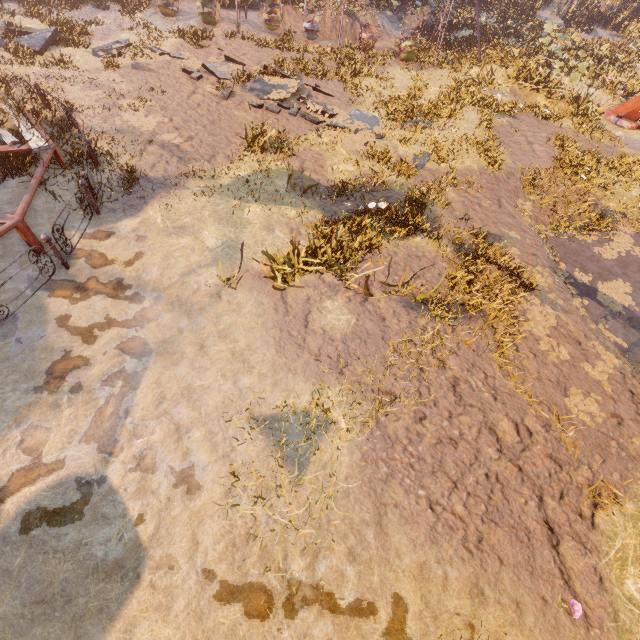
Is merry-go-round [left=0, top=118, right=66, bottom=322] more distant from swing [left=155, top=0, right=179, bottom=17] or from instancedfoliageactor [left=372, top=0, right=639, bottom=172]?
instancedfoliageactor [left=372, top=0, right=639, bottom=172]

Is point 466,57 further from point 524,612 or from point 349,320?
point 524,612

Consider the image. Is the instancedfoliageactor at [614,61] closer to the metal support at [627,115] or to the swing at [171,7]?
the metal support at [627,115]

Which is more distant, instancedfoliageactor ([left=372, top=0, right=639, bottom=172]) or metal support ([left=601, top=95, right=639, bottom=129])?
metal support ([left=601, top=95, right=639, bottom=129])

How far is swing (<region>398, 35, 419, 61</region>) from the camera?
18.6 meters

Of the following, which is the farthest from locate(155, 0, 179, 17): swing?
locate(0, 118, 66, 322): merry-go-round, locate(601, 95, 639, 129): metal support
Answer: locate(0, 118, 66, 322): merry-go-round

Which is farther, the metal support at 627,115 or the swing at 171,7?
the swing at 171,7

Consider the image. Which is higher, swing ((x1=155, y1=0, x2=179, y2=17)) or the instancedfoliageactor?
the instancedfoliageactor
